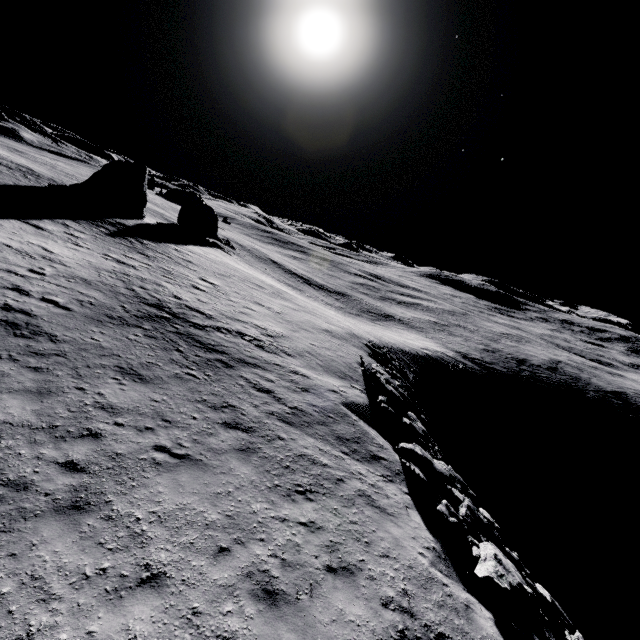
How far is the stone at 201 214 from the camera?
48.0m

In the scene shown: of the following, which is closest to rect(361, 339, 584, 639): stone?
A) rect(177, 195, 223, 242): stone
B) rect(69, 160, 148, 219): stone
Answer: rect(69, 160, 148, 219): stone

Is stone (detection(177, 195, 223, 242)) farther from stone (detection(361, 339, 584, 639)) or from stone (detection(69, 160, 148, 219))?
stone (detection(361, 339, 584, 639))

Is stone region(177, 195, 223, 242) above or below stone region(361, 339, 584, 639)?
above

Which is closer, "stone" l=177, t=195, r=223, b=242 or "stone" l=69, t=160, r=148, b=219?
"stone" l=69, t=160, r=148, b=219

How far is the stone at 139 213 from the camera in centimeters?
3594cm

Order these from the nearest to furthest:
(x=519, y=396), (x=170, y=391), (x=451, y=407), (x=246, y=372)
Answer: (x=170, y=391) → (x=246, y=372) → (x=451, y=407) → (x=519, y=396)
